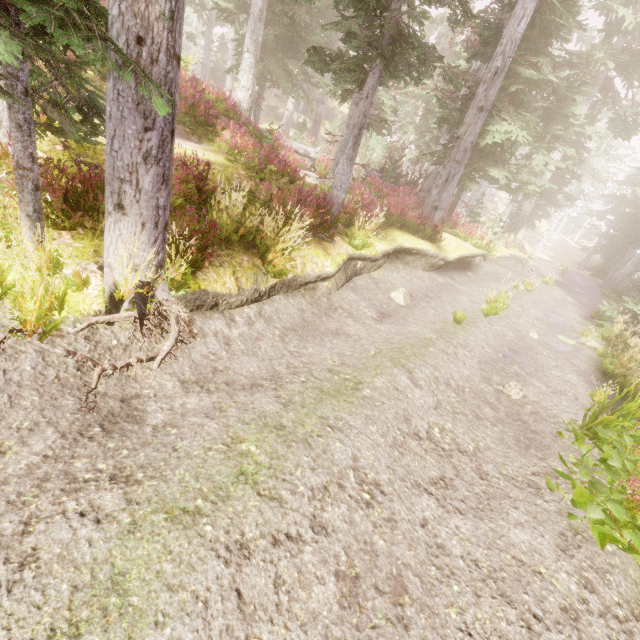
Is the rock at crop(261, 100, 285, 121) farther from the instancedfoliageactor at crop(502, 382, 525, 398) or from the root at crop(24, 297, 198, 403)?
the root at crop(24, 297, 198, 403)

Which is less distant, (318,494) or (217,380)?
(318,494)

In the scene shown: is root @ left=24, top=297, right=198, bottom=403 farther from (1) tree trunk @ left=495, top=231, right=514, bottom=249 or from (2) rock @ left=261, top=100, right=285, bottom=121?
(2) rock @ left=261, top=100, right=285, bottom=121

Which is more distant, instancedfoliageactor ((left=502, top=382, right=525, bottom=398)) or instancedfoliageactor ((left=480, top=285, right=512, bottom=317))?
instancedfoliageactor ((left=480, top=285, right=512, bottom=317))

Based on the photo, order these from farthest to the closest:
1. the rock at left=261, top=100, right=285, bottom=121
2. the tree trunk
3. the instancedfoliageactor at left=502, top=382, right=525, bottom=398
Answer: the rock at left=261, top=100, right=285, bottom=121 → the tree trunk → the instancedfoliageactor at left=502, top=382, right=525, bottom=398

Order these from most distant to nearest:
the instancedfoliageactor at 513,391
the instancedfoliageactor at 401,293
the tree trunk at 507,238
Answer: the tree trunk at 507,238
the instancedfoliageactor at 401,293
the instancedfoliageactor at 513,391

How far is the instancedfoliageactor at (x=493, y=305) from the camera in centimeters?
1013cm

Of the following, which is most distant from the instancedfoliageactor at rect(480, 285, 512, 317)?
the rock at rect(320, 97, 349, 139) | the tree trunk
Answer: the tree trunk
